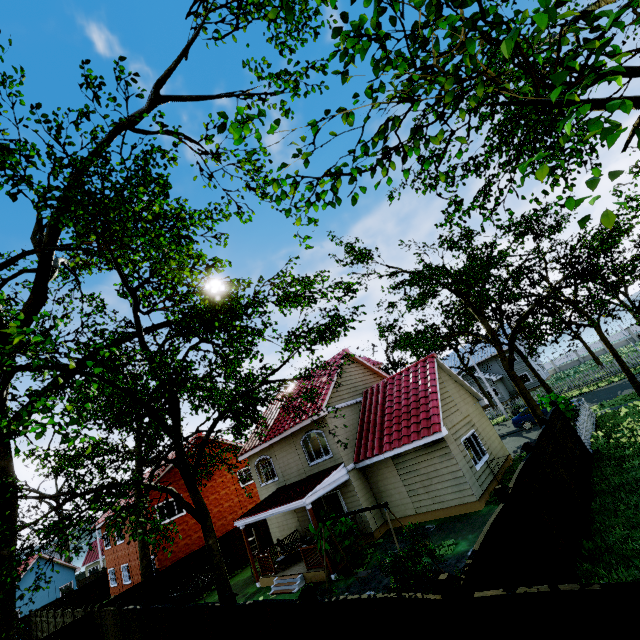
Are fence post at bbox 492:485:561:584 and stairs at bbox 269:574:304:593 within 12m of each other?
yes

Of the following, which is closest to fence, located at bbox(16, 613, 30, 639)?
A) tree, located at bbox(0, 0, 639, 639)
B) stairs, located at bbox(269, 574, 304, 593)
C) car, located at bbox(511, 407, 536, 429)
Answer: tree, located at bbox(0, 0, 639, 639)

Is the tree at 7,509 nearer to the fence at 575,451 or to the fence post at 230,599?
the fence at 575,451

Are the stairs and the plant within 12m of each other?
no

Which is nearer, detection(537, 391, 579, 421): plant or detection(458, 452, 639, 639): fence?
detection(458, 452, 639, 639): fence

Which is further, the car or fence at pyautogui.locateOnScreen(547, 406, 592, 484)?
the car

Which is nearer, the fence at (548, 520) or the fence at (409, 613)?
the fence at (548, 520)

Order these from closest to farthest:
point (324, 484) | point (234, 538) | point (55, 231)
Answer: point (55, 231), point (324, 484), point (234, 538)
